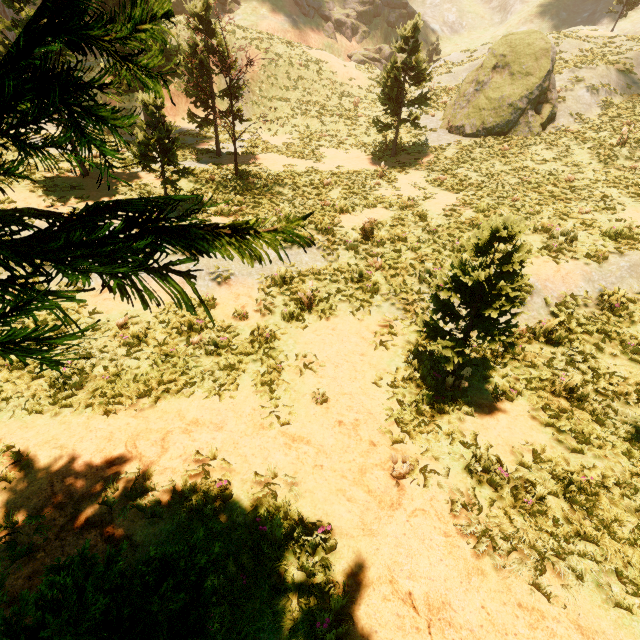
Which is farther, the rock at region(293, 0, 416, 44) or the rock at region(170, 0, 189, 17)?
the rock at region(293, 0, 416, 44)

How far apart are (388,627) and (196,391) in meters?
5.2

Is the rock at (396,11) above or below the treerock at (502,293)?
above

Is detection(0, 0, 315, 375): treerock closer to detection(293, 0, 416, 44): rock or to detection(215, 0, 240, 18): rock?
detection(215, 0, 240, 18): rock

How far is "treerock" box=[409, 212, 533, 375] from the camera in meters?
5.3 m

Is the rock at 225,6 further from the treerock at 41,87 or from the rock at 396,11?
the rock at 396,11

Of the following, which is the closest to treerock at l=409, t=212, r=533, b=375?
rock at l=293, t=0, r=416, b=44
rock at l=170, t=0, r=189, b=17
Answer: rock at l=170, t=0, r=189, b=17
